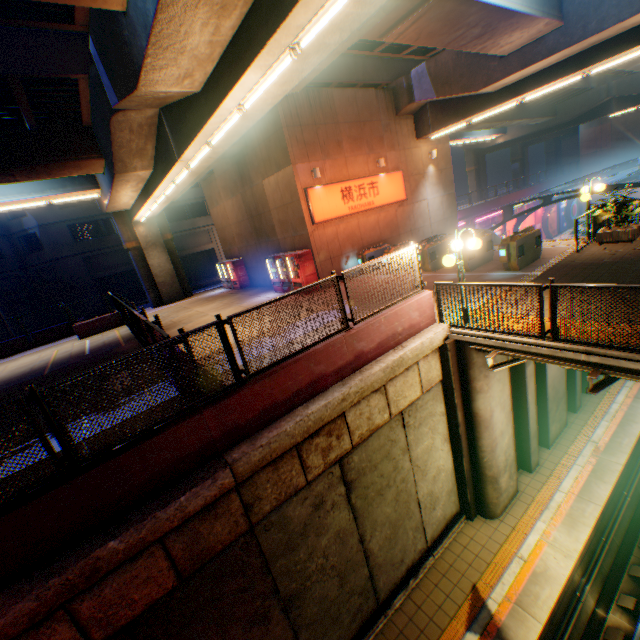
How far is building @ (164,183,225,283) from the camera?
34.5 meters

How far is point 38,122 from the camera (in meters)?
11.94

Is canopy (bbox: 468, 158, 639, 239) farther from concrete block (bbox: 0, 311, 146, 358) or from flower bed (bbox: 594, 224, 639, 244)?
concrete block (bbox: 0, 311, 146, 358)

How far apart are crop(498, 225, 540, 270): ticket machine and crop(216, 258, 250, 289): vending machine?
16.26m

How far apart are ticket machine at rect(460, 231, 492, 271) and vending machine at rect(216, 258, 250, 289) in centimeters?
1451cm

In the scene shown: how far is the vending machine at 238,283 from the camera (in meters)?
22.27

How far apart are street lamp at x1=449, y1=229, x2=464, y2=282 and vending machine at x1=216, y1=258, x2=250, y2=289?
17.0 meters

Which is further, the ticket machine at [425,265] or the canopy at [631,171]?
the canopy at [631,171]
